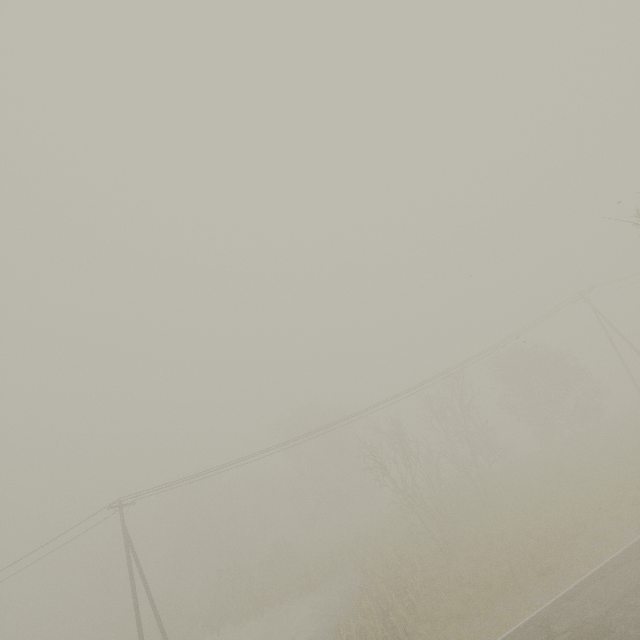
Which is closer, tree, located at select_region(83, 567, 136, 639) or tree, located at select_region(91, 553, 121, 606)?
tree, located at select_region(83, 567, 136, 639)

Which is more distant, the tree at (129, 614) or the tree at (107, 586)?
the tree at (107, 586)

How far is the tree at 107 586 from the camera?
43.0m

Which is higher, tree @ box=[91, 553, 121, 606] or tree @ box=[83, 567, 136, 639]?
tree @ box=[91, 553, 121, 606]

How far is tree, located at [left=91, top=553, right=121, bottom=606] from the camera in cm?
4297

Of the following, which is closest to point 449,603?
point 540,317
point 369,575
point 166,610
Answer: point 369,575
